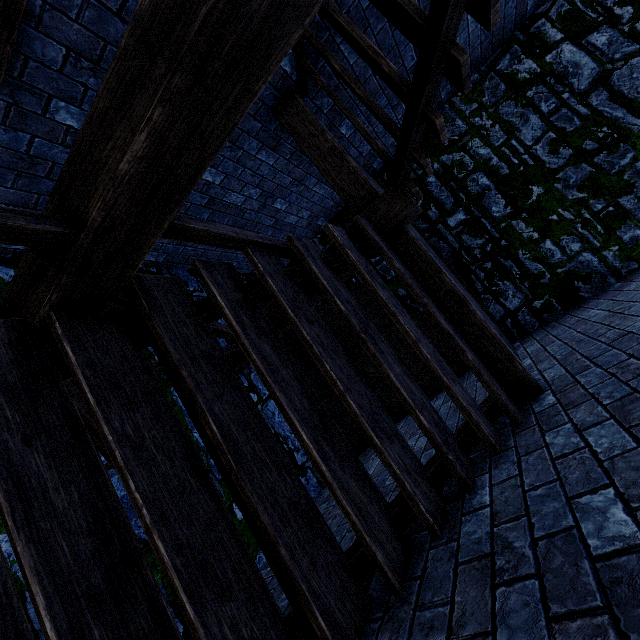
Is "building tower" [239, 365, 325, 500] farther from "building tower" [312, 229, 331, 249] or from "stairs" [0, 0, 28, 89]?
"building tower" [312, 229, 331, 249]

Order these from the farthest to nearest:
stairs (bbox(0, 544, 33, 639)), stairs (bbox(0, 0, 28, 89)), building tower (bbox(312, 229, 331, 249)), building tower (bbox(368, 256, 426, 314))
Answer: building tower (bbox(312, 229, 331, 249)) < building tower (bbox(368, 256, 426, 314)) < stairs (bbox(0, 0, 28, 89)) < stairs (bbox(0, 544, 33, 639))

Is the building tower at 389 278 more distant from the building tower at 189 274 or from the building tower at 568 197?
the building tower at 189 274

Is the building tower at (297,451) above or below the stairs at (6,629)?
below

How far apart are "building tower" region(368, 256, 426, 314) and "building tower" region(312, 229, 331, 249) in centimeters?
21cm

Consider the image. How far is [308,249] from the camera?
2.6 meters

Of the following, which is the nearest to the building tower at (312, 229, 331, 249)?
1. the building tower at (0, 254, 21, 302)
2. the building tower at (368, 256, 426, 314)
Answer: the building tower at (368, 256, 426, 314)

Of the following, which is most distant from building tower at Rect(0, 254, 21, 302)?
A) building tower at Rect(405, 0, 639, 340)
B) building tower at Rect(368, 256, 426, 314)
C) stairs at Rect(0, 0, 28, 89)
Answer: building tower at Rect(368, 256, 426, 314)
